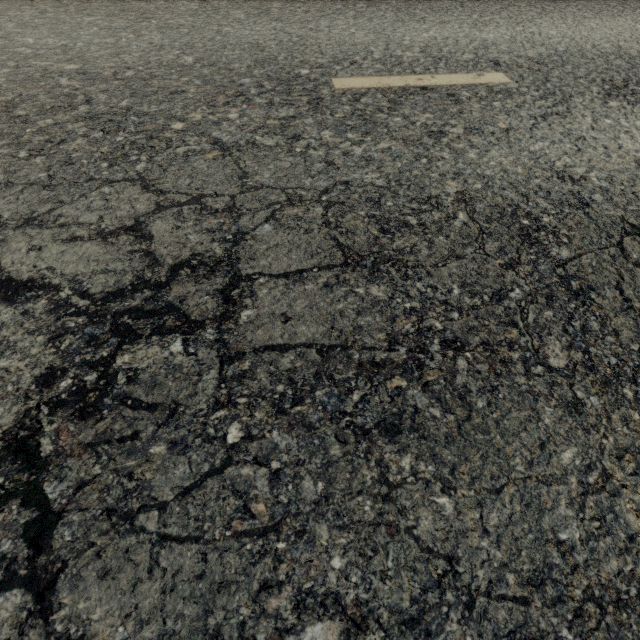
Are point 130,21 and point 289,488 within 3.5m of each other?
no
